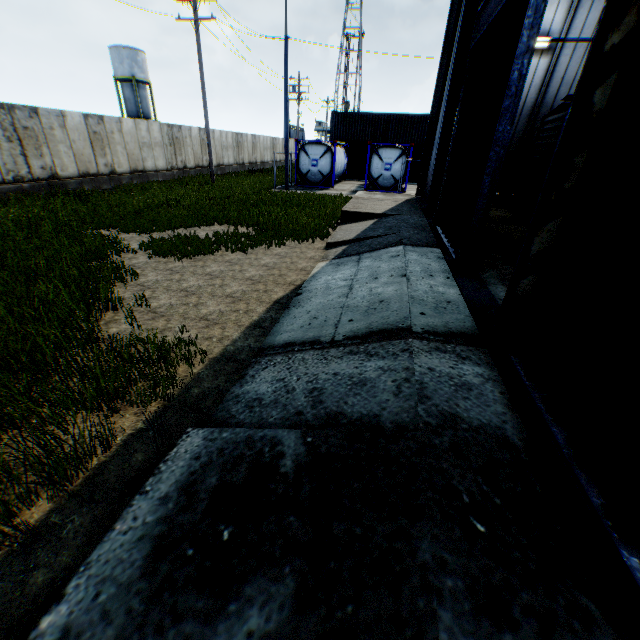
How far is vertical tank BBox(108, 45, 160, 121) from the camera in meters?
39.8 m

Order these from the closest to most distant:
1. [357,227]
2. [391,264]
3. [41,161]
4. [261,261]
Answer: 1. [391,264]
2. [261,261]
3. [357,227]
4. [41,161]

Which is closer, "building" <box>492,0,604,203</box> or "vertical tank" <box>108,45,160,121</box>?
"building" <box>492,0,604,203</box>

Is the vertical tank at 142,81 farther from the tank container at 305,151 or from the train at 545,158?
the train at 545,158

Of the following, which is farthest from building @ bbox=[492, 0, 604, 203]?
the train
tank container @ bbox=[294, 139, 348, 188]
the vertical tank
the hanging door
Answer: the vertical tank

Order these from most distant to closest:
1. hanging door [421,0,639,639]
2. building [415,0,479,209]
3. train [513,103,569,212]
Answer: train [513,103,569,212], building [415,0,479,209], hanging door [421,0,639,639]

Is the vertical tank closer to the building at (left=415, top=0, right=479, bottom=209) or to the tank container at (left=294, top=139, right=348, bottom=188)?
the tank container at (left=294, top=139, right=348, bottom=188)

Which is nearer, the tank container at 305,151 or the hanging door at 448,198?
the hanging door at 448,198
